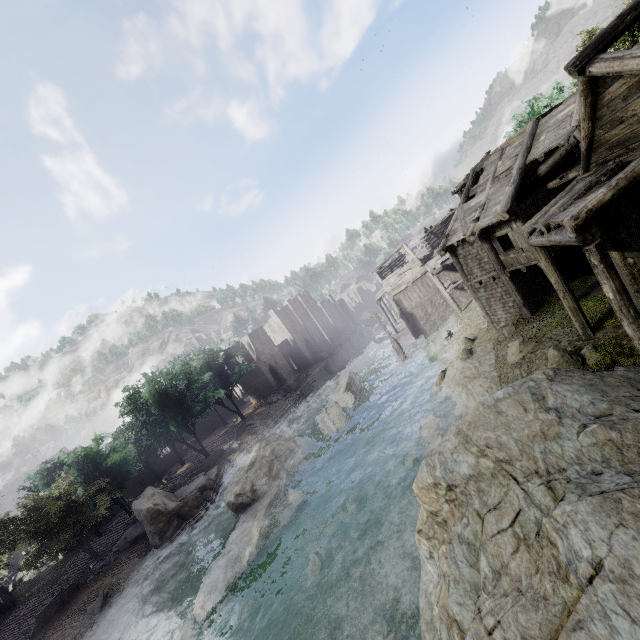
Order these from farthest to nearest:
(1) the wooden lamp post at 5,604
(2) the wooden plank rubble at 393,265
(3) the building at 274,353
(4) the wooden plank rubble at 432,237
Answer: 1. (3) the building at 274,353
2. (2) the wooden plank rubble at 393,265
3. (4) the wooden plank rubble at 432,237
4. (1) the wooden lamp post at 5,604

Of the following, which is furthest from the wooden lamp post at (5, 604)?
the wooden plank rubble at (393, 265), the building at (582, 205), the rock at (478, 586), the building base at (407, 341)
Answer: the wooden plank rubble at (393, 265)

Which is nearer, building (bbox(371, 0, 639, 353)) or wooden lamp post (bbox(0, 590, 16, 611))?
building (bbox(371, 0, 639, 353))

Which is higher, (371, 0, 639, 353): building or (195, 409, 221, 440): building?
(371, 0, 639, 353): building

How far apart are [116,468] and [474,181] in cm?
3698

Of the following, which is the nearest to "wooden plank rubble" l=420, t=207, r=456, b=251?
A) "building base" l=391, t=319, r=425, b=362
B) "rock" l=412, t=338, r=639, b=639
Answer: "building base" l=391, t=319, r=425, b=362

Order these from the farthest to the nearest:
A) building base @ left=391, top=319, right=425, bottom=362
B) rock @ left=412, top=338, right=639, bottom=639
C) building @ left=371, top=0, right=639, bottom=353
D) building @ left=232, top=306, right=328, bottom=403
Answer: building @ left=232, top=306, right=328, bottom=403 → building base @ left=391, top=319, right=425, bottom=362 → building @ left=371, top=0, right=639, bottom=353 → rock @ left=412, top=338, right=639, bottom=639

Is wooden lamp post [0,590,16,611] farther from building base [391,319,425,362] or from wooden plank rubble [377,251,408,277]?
wooden plank rubble [377,251,408,277]
